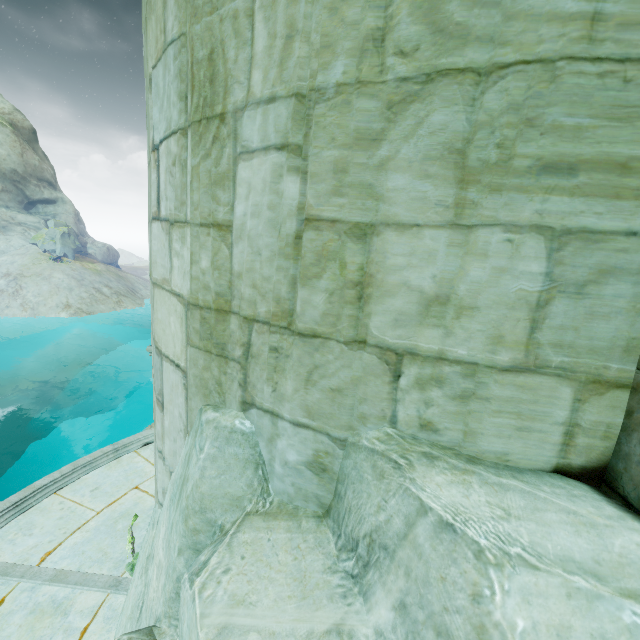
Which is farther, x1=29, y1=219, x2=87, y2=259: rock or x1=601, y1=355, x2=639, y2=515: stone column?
x1=29, y1=219, x2=87, y2=259: rock

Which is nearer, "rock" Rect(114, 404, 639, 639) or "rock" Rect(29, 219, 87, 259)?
"rock" Rect(114, 404, 639, 639)

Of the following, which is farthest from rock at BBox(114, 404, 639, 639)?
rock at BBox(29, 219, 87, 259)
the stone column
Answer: rock at BBox(29, 219, 87, 259)

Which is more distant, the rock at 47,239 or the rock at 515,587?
the rock at 47,239

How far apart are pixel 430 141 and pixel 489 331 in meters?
0.6 m

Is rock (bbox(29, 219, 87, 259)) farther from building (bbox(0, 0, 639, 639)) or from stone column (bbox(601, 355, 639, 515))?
stone column (bbox(601, 355, 639, 515))

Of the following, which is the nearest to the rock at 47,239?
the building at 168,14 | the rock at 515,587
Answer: the building at 168,14

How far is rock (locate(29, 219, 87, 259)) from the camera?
46.3 meters
